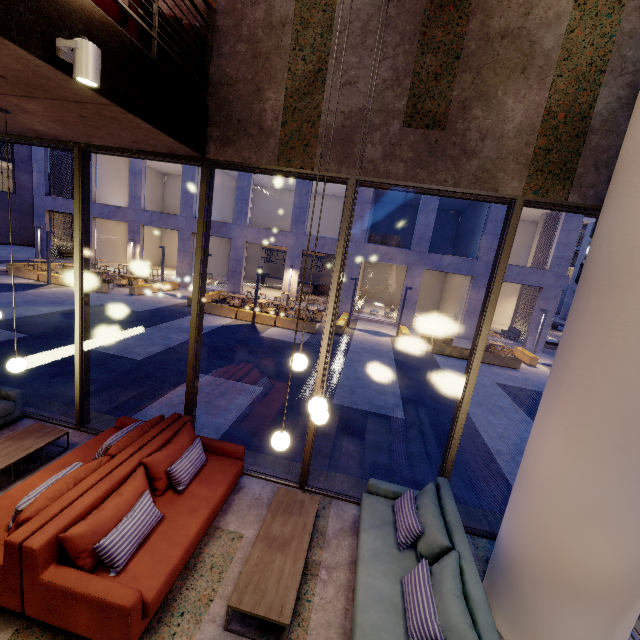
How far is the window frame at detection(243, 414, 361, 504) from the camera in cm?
480

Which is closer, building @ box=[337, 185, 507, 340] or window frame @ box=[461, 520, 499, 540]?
window frame @ box=[461, 520, 499, 540]

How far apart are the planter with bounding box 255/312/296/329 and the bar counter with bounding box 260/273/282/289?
11.6m

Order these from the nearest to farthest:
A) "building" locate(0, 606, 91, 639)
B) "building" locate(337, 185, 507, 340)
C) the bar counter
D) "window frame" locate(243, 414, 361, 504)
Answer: "building" locate(0, 606, 91, 639) < "window frame" locate(243, 414, 361, 504) < "building" locate(337, 185, 507, 340) < the bar counter

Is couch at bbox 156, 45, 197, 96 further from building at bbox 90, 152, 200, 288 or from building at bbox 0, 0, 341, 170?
building at bbox 90, 152, 200, 288

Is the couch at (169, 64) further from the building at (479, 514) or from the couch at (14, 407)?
Result: the couch at (14, 407)

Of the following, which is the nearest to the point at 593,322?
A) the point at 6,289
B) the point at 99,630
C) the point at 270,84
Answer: the point at 270,84

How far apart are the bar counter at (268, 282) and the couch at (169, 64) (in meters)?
23.43
